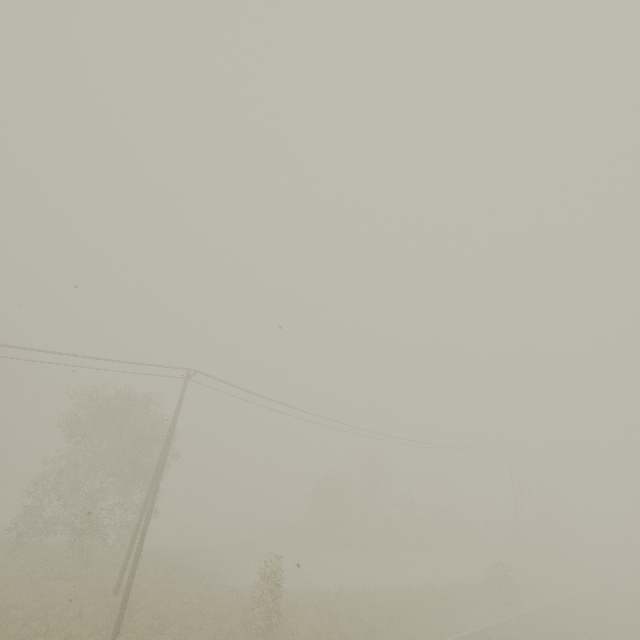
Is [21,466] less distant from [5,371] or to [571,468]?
[5,371]
